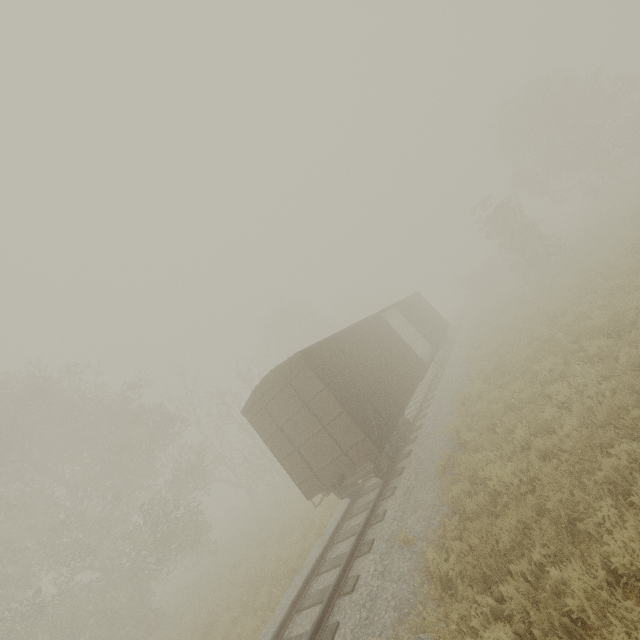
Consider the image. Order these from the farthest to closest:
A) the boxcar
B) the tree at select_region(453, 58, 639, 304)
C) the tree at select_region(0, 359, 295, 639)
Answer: the tree at select_region(453, 58, 639, 304) < the tree at select_region(0, 359, 295, 639) < the boxcar

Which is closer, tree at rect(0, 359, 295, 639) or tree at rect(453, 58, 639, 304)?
tree at rect(0, 359, 295, 639)

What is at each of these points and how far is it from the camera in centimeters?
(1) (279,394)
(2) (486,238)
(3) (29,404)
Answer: (1) boxcar, 1020cm
(2) tree, 2853cm
(3) tree, 1822cm

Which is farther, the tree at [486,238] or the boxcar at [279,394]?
the tree at [486,238]

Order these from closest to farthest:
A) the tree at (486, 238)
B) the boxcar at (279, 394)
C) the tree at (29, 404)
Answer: the boxcar at (279, 394) < the tree at (29, 404) < the tree at (486, 238)

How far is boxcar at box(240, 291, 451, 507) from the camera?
9.4m

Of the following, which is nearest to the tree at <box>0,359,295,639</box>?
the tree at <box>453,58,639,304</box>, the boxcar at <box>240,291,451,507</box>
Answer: the boxcar at <box>240,291,451,507</box>

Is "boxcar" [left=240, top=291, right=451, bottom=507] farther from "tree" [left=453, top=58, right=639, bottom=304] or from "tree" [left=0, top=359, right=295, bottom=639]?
"tree" [left=453, top=58, right=639, bottom=304]
